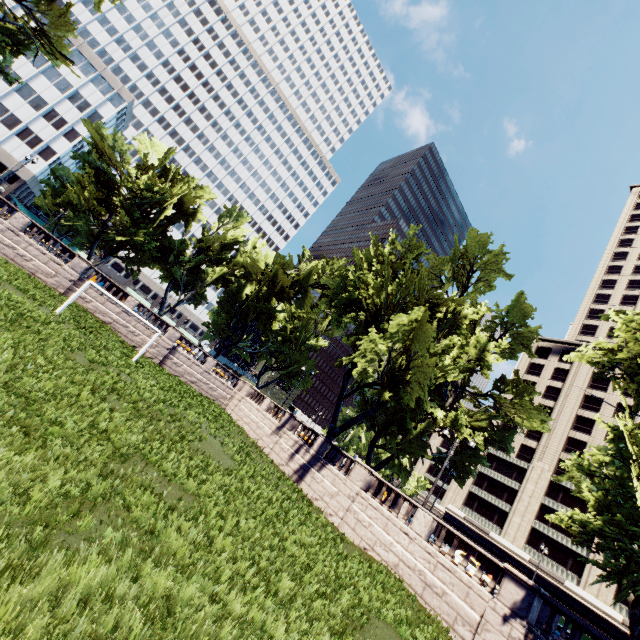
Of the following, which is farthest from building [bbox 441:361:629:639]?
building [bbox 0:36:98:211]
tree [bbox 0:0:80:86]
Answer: building [bbox 0:36:98:211]

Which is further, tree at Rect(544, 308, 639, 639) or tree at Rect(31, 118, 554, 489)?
tree at Rect(31, 118, 554, 489)

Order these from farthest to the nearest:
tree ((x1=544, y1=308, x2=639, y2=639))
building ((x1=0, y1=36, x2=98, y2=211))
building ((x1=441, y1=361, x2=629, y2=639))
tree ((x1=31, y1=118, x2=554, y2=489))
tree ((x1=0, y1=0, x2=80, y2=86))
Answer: building ((x1=0, y1=36, x2=98, y2=211)), building ((x1=441, y1=361, x2=629, y2=639)), tree ((x1=31, y1=118, x2=554, y2=489)), tree ((x1=0, y1=0, x2=80, y2=86)), tree ((x1=544, y1=308, x2=639, y2=639))

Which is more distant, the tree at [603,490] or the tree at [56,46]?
the tree at [56,46]

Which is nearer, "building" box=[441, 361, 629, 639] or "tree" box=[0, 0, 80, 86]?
"tree" box=[0, 0, 80, 86]

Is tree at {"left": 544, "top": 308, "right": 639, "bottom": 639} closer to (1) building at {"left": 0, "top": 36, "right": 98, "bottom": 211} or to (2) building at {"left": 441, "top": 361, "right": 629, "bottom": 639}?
(1) building at {"left": 0, "top": 36, "right": 98, "bottom": 211}

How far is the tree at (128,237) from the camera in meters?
26.8 m

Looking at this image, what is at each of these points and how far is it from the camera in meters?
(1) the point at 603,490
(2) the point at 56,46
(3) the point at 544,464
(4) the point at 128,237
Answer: (1) tree, 13.9
(2) tree, 32.8
(3) building, 52.2
(4) tree, 33.1
